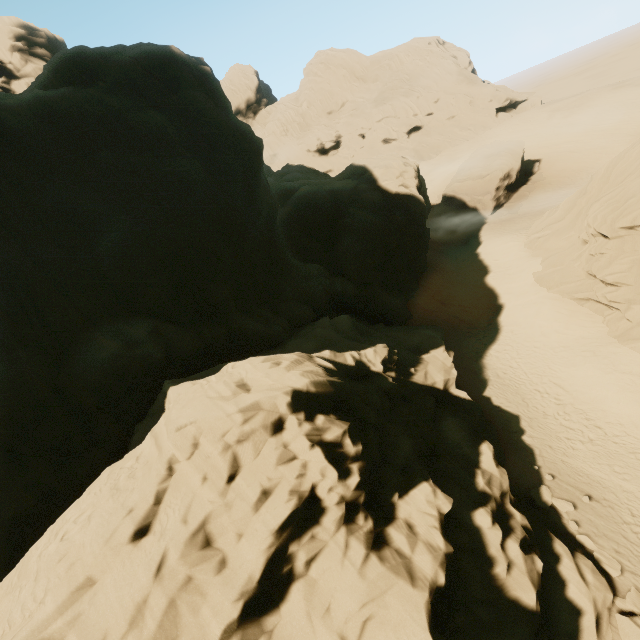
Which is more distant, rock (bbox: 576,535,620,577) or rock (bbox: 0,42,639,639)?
rock (bbox: 576,535,620,577)

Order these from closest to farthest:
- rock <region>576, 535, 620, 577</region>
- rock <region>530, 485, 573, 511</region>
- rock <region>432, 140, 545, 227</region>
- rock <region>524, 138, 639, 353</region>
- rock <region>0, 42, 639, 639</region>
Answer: rock <region>0, 42, 639, 639</region>
rock <region>576, 535, 620, 577</region>
rock <region>530, 485, 573, 511</region>
rock <region>524, 138, 639, 353</region>
rock <region>432, 140, 545, 227</region>

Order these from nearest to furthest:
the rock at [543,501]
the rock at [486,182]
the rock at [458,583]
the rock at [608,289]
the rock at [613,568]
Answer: the rock at [458,583]
the rock at [613,568]
the rock at [543,501]
the rock at [608,289]
the rock at [486,182]

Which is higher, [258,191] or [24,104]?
[24,104]

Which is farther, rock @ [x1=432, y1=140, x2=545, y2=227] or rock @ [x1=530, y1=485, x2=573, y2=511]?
rock @ [x1=432, y1=140, x2=545, y2=227]

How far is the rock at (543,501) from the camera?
13.5 meters
